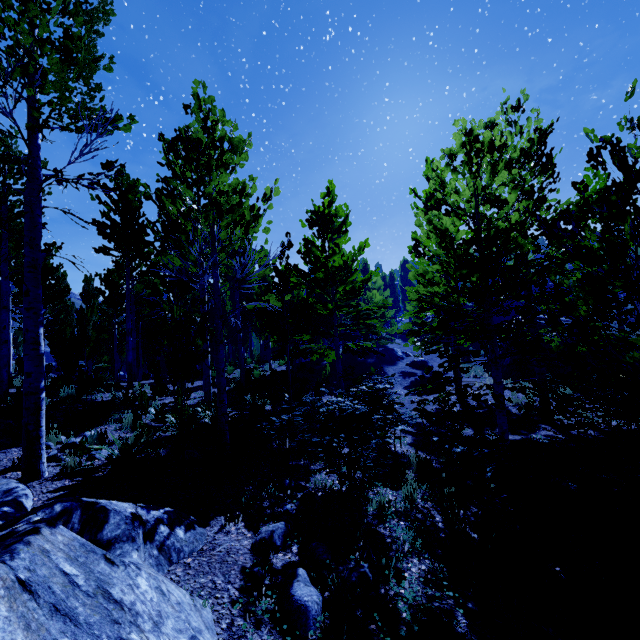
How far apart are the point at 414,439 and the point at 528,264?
5.5m

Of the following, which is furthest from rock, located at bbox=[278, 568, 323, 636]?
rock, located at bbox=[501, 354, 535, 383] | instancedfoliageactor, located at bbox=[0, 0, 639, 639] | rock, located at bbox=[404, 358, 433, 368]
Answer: rock, located at bbox=[404, 358, 433, 368]

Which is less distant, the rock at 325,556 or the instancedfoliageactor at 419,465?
the rock at 325,556

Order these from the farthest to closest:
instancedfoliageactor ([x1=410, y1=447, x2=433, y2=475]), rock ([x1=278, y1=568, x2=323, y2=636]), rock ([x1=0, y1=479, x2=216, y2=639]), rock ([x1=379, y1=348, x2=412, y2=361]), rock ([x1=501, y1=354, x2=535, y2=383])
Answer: rock ([x1=379, y1=348, x2=412, y2=361])
rock ([x1=501, y1=354, x2=535, y2=383])
instancedfoliageactor ([x1=410, y1=447, x2=433, y2=475])
rock ([x1=278, y1=568, x2=323, y2=636])
rock ([x1=0, y1=479, x2=216, y2=639])

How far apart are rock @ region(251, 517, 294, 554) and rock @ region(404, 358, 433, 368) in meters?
20.5 m

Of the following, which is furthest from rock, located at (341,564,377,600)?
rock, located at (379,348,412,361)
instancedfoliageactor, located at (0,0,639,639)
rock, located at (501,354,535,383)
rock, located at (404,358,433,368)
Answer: rock, located at (379,348,412,361)

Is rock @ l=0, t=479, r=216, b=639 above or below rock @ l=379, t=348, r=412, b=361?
below

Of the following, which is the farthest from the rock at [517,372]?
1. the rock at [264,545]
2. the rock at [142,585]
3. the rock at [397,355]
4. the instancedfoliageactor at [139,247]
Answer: the rock at [142,585]
